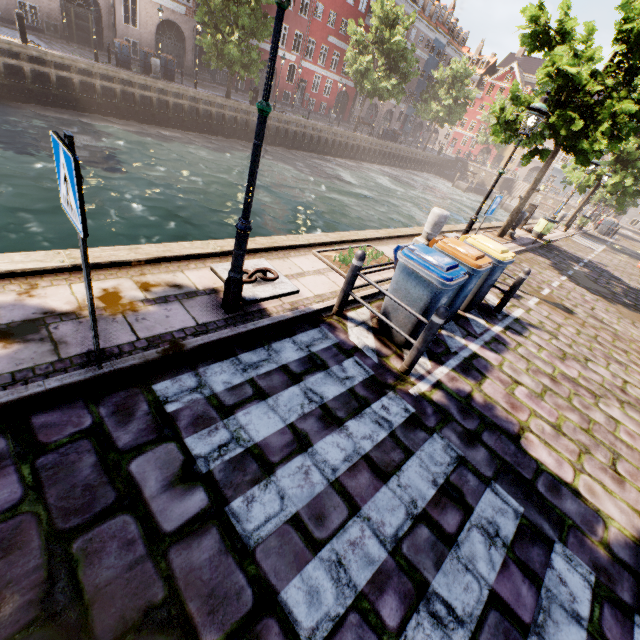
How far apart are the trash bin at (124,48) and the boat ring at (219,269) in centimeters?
2349cm

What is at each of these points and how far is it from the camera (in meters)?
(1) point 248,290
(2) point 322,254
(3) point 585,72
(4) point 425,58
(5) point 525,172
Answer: (1) boat ring, 4.62
(2) tree planter, 6.55
(3) tree, 8.94
(4) building, 45.78
(5) building, 58.53

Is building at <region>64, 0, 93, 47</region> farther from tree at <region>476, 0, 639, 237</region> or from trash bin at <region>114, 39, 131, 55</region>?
trash bin at <region>114, 39, 131, 55</region>

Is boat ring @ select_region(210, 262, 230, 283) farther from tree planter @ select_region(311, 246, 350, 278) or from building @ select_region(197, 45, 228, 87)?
building @ select_region(197, 45, 228, 87)

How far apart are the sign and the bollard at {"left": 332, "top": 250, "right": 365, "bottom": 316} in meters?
3.2 m

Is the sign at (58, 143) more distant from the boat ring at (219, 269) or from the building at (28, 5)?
the building at (28, 5)

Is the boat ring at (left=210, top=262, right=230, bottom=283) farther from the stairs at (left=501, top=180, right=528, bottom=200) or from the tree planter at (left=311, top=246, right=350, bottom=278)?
the stairs at (left=501, top=180, right=528, bottom=200)

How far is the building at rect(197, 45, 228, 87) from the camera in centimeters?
2892cm
